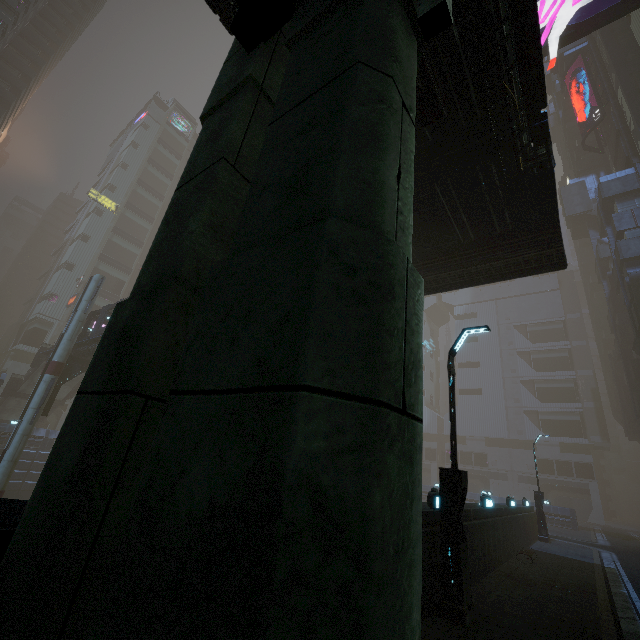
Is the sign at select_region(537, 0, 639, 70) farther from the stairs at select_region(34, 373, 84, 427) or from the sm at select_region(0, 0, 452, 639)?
the stairs at select_region(34, 373, 84, 427)

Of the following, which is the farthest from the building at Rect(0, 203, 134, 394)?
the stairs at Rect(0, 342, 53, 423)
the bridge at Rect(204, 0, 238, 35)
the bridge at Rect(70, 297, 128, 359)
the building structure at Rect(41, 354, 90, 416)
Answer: the building structure at Rect(41, 354, 90, 416)

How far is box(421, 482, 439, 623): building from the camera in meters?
6.9 m

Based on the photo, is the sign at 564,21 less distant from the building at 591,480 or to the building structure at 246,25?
the building at 591,480

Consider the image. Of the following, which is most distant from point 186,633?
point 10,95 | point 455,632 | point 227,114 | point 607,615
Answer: point 10,95

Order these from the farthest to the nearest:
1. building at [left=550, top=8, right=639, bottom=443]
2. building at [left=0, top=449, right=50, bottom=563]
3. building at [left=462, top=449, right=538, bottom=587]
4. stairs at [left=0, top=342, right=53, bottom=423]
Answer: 1. stairs at [left=0, top=342, right=53, bottom=423]
2. building at [left=550, top=8, right=639, bottom=443]
3. building at [left=462, top=449, right=538, bottom=587]
4. building at [left=0, top=449, right=50, bottom=563]

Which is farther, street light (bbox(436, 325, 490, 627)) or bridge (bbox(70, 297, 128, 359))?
bridge (bbox(70, 297, 128, 359))

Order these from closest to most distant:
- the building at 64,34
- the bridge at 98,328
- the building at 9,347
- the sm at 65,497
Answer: the sm at 65,497
the bridge at 98,328
the building at 64,34
the building at 9,347
